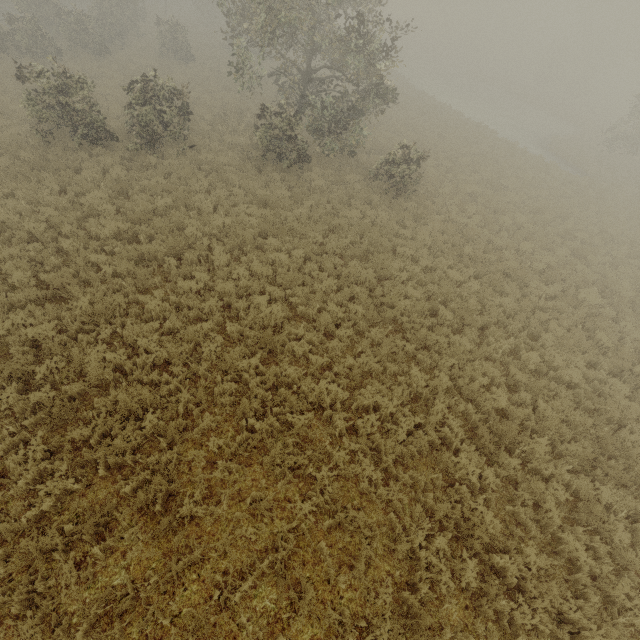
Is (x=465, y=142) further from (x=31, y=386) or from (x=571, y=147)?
(x=31, y=386)
